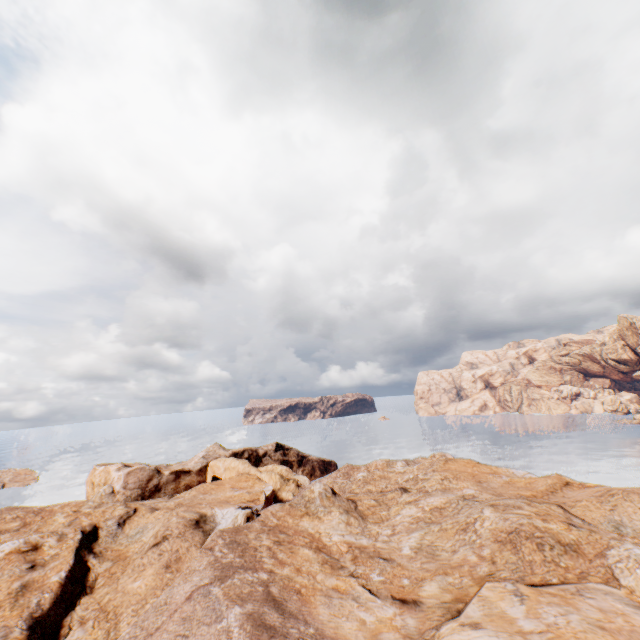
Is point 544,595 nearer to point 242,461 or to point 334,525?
point 334,525
